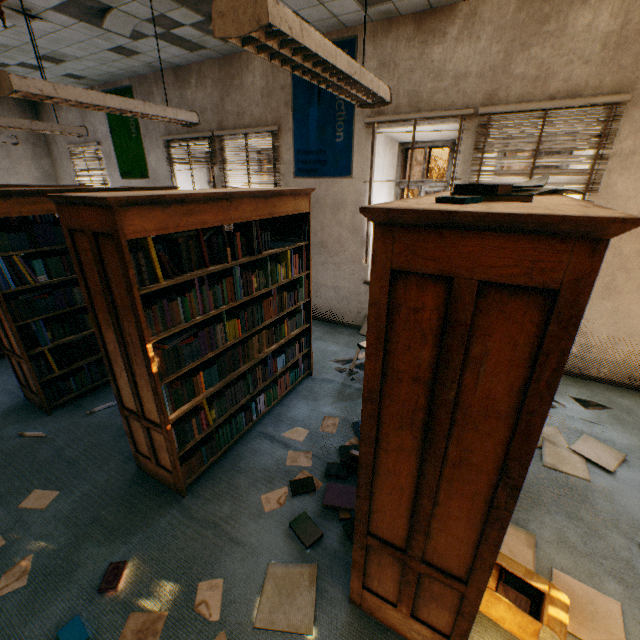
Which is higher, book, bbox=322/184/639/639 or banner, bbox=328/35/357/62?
banner, bbox=328/35/357/62

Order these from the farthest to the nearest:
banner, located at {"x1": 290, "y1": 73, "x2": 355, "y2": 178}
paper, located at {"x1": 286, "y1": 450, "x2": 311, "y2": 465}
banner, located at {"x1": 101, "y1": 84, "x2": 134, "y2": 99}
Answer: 1. banner, located at {"x1": 101, "y1": 84, "x2": 134, "y2": 99}
2. banner, located at {"x1": 290, "y1": 73, "x2": 355, "y2": 178}
3. paper, located at {"x1": 286, "y1": 450, "x2": 311, "y2": 465}

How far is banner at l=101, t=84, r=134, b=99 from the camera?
5.9m

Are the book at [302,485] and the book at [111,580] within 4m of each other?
yes

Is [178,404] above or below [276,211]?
below

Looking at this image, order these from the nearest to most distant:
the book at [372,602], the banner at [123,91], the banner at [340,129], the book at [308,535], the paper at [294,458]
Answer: the book at [372,602] < the book at [308,535] < the paper at [294,458] < the banner at [340,129] < the banner at [123,91]

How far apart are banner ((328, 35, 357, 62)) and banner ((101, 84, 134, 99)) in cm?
346

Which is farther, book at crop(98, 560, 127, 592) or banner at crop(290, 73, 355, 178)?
banner at crop(290, 73, 355, 178)
